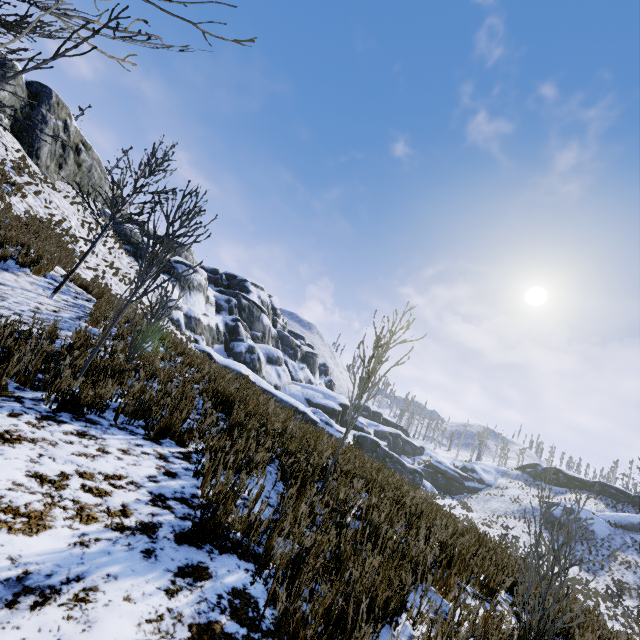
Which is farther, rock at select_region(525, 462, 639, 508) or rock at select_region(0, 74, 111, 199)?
rock at select_region(525, 462, 639, 508)

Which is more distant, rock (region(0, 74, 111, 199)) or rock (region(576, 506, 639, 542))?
rock (region(576, 506, 639, 542))

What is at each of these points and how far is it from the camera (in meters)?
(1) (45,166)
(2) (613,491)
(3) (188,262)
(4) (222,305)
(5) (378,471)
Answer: (1) rock, 24.61
(2) rock, 46.53
(3) rock, 37.25
(4) rock, 43.06
(5) rock, 7.53

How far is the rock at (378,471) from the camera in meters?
7.5 m

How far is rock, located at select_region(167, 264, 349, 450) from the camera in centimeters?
1044cm

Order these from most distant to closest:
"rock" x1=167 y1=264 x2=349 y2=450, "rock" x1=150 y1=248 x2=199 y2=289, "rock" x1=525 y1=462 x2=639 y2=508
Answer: "rock" x1=525 y1=462 x2=639 y2=508 → "rock" x1=150 y1=248 x2=199 y2=289 → "rock" x1=167 y1=264 x2=349 y2=450
